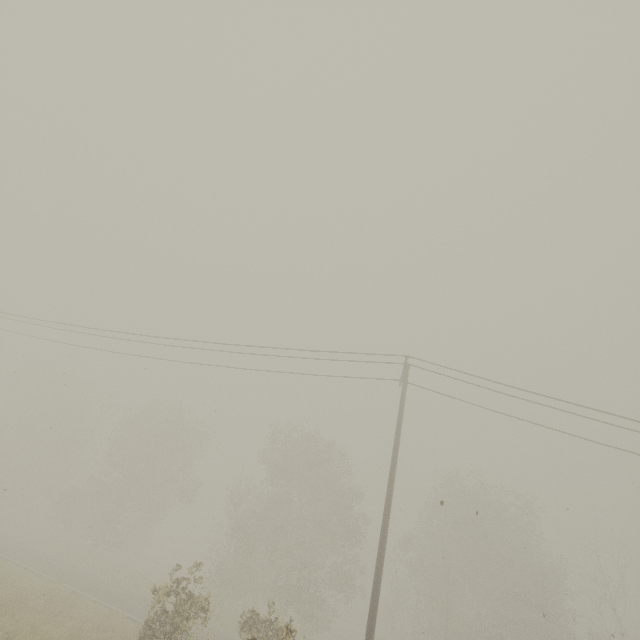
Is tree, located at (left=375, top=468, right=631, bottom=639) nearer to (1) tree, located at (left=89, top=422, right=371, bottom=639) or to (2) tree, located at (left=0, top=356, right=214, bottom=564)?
(1) tree, located at (left=89, top=422, right=371, bottom=639)

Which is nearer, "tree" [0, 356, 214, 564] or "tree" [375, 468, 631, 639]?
"tree" [375, 468, 631, 639]

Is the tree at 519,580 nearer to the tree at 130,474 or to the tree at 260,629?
the tree at 260,629

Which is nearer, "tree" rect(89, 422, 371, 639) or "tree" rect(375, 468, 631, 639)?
"tree" rect(89, 422, 371, 639)

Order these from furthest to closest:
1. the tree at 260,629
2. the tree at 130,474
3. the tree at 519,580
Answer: the tree at 130,474, the tree at 519,580, the tree at 260,629

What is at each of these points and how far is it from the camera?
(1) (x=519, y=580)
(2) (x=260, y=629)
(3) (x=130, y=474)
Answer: (1) tree, 27.2 meters
(2) tree, 10.8 meters
(3) tree, 34.0 meters
